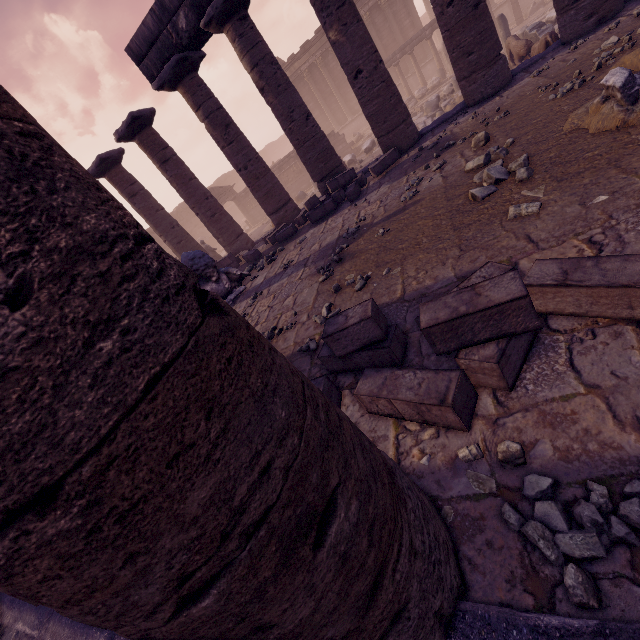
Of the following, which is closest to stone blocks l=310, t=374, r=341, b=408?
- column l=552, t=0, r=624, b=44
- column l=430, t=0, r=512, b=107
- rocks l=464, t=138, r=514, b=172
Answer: rocks l=464, t=138, r=514, b=172

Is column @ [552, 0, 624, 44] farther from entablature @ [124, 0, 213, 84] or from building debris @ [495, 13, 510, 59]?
building debris @ [495, 13, 510, 59]

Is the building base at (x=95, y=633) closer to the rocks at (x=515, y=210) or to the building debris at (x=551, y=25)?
the rocks at (x=515, y=210)

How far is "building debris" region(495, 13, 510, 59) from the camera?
13.2 meters

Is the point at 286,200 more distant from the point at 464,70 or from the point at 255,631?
the point at 255,631

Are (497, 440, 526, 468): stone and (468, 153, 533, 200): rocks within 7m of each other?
yes

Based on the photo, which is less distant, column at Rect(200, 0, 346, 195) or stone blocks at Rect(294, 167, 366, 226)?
column at Rect(200, 0, 346, 195)

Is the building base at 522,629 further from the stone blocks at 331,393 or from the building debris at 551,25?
the building debris at 551,25
